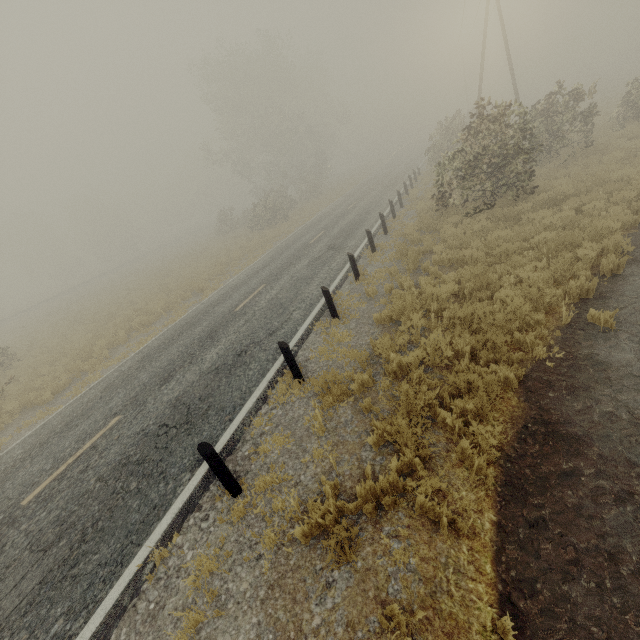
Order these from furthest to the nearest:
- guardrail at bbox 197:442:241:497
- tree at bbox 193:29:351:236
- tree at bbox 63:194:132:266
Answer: tree at bbox 63:194:132:266, tree at bbox 193:29:351:236, guardrail at bbox 197:442:241:497

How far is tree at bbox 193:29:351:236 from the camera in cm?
3338

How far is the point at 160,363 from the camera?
9.91m

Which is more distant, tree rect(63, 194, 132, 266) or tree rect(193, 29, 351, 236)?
tree rect(63, 194, 132, 266)

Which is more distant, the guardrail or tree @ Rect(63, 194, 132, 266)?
tree @ Rect(63, 194, 132, 266)

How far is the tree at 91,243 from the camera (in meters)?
54.41
